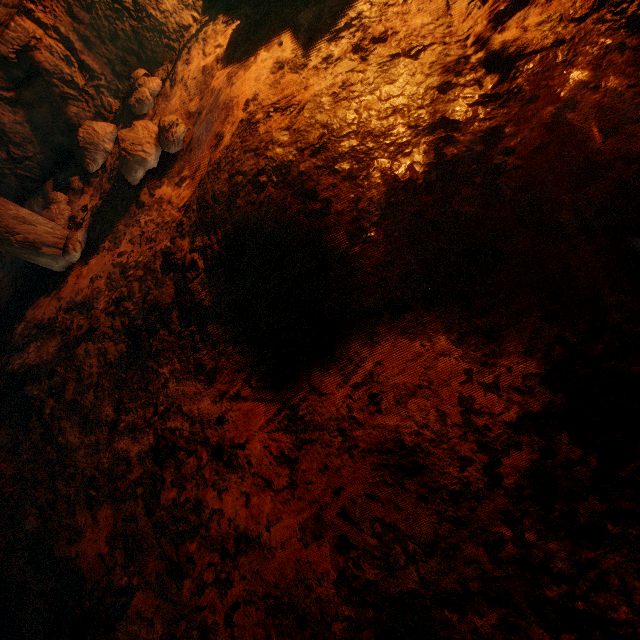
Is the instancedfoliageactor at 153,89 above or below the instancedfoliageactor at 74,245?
above

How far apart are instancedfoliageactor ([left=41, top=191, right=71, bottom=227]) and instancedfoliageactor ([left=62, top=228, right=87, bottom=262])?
0.3 meters

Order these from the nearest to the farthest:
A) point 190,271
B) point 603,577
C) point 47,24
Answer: point 603,577
point 190,271
point 47,24

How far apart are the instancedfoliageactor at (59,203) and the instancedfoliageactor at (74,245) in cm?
28

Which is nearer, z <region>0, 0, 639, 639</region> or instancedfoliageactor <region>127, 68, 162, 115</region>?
z <region>0, 0, 639, 639</region>

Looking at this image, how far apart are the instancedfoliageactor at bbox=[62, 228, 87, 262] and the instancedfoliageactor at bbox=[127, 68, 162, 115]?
1.0m

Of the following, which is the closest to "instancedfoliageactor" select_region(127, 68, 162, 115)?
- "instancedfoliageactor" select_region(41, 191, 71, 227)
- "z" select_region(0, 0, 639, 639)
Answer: "z" select_region(0, 0, 639, 639)

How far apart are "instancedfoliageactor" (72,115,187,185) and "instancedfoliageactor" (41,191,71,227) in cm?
76
